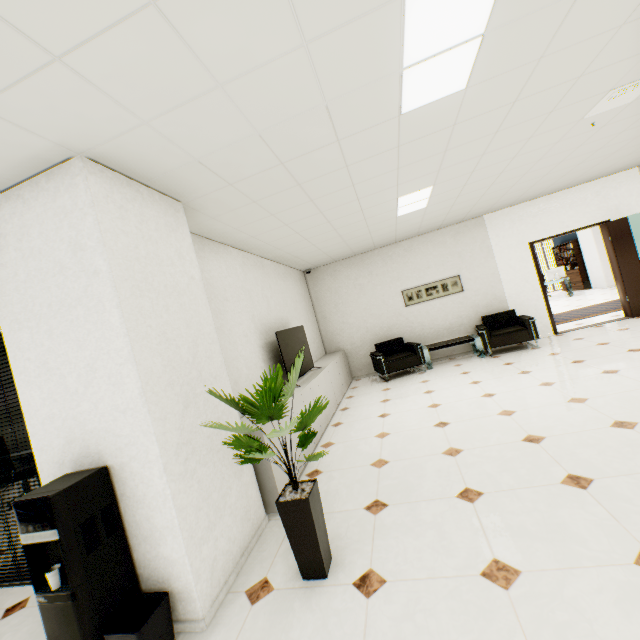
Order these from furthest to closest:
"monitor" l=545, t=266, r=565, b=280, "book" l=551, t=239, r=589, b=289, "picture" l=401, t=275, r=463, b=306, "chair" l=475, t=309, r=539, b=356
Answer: "book" l=551, t=239, r=589, b=289 < "monitor" l=545, t=266, r=565, b=280 < "picture" l=401, t=275, r=463, b=306 < "chair" l=475, t=309, r=539, b=356

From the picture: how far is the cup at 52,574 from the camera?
1.7m

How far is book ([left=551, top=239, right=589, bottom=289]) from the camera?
13.9m

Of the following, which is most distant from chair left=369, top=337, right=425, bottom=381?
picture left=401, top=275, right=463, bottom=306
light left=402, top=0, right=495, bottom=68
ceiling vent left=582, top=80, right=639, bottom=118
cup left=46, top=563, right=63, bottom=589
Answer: cup left=46, top=563, right=63, bottom=589

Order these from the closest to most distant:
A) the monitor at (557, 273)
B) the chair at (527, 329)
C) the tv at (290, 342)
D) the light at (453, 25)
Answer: the light at (453, 25), the tv at (290, 342), the chair at (527, 329), the monitor at (557, 273)

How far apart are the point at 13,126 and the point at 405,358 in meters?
6.5 m

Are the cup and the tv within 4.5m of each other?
yes

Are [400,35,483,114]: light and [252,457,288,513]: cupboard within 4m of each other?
yes
